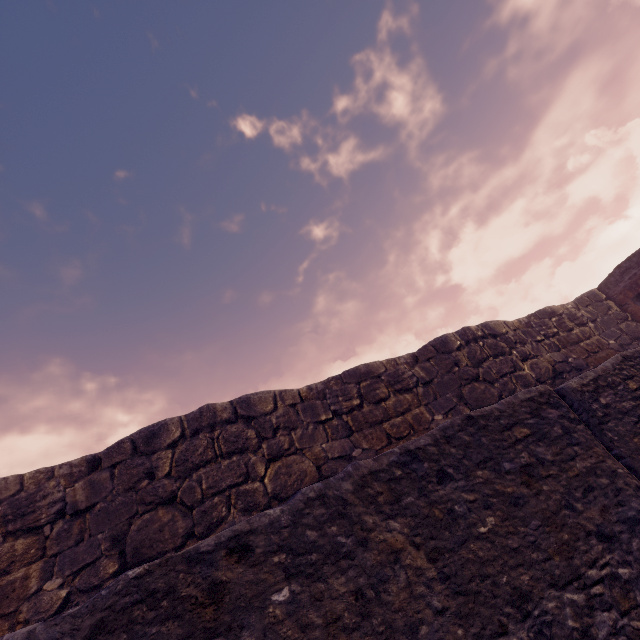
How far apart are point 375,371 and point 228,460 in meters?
4.2 m
